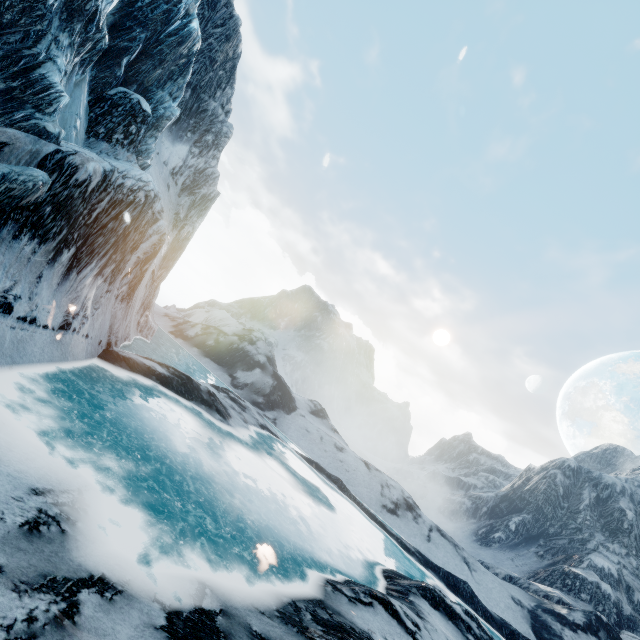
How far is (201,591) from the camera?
5.40m
